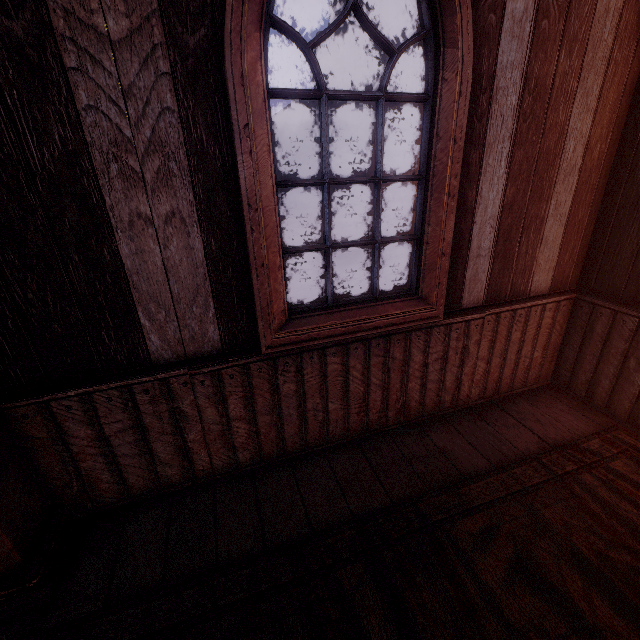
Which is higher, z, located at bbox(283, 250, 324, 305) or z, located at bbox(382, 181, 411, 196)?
z, located at bbox(382, 181, 411, 196)

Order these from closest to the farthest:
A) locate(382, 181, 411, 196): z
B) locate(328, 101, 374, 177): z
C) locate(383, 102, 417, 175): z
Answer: locate(382, 181, 411, 196): z → locate(383, 102, 417, 175): z → locate(328, 101, 374, 177): z

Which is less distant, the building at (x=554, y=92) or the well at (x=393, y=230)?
the building at (x=554, y=92)

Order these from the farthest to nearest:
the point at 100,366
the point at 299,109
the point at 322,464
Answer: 1. the point at 299,109
2. the point at 322,464
3. the point at 100,366

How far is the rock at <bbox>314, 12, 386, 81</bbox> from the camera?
46.2 meters

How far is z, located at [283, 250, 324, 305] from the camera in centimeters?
792cm

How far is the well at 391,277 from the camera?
6.01m

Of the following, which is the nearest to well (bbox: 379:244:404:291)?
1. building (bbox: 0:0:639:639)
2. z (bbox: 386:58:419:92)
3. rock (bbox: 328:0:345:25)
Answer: z (bbox: 386:58:419:92)
